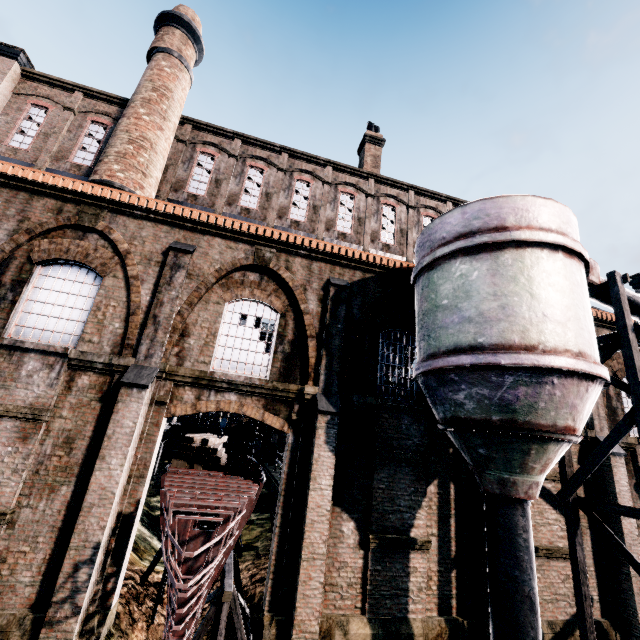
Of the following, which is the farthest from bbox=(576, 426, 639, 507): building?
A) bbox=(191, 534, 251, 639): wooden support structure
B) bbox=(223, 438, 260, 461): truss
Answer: bbox=(191, 534, 251, 639): wooden support structure

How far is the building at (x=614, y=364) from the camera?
14.9m

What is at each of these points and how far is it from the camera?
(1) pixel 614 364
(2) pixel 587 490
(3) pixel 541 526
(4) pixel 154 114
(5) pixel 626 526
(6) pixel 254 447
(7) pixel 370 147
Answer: (1) building, 15.2m
(2) building, 12.8m
(3) building, 11.7m
(4) chimney, 15.9m
(5) building, 11.8m
(6) truss, 20.8m
(7) chimney, 23.4m

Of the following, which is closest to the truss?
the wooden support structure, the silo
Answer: the wooden support structure

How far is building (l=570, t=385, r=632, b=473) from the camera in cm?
1316

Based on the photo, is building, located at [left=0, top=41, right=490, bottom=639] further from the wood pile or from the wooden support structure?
the wood pile

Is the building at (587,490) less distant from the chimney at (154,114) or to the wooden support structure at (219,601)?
the chimney at (154,114)

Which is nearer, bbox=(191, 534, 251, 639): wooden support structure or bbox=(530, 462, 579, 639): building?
bbox=(191, 534, 251, 639): wooden support structure
